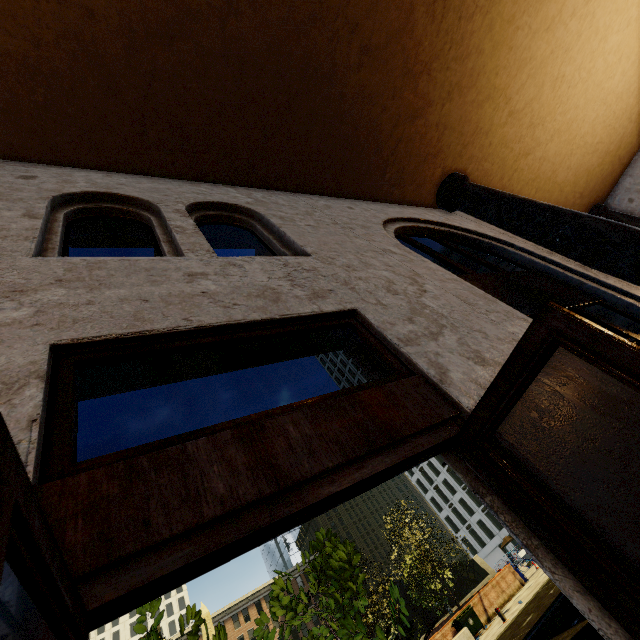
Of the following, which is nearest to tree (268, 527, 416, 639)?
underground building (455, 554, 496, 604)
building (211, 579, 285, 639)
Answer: underground building (455, 554, 496, 604)

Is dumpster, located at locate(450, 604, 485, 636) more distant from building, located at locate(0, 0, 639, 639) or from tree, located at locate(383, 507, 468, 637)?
building, located at locate(0, 0, 639, 639)

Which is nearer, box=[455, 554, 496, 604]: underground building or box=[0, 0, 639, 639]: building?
box=[0, 0, 639, 639]: building

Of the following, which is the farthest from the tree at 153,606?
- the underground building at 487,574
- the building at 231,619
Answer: the building at 231,619

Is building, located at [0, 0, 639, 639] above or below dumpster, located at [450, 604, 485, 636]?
above

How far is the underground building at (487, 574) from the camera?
33.0 meters

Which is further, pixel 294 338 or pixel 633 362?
pixel 294 338
